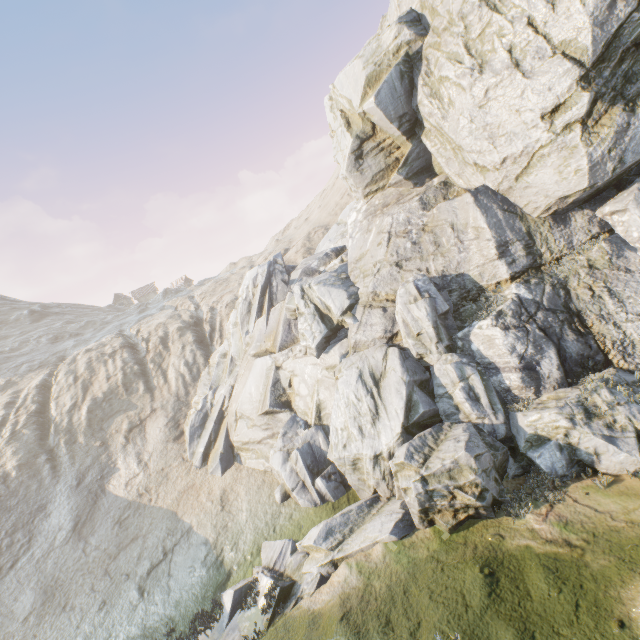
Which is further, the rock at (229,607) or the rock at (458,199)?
the rock at (229,607)

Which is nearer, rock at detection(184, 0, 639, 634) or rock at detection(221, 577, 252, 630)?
rock at detection(184, 0, 639, 634)

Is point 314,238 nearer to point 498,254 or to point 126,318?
point 498,254

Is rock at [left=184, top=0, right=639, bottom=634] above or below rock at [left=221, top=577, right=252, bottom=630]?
above

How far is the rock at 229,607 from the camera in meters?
12.5

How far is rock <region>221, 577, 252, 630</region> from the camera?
12.5m
